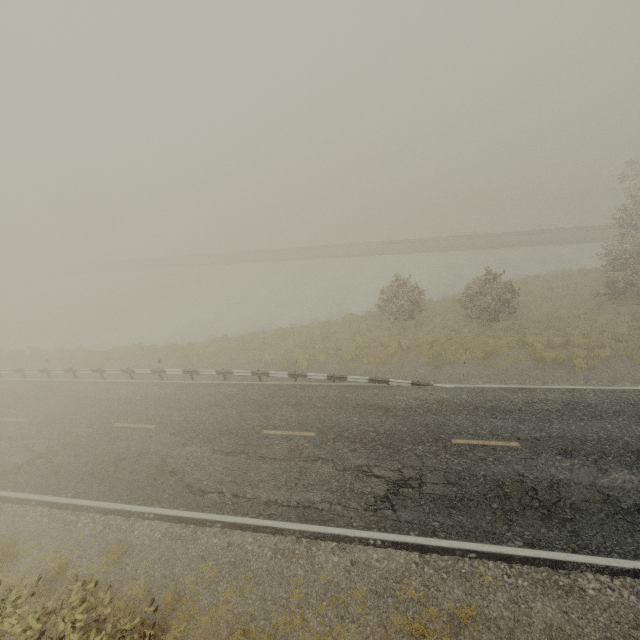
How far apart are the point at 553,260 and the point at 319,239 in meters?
37.4 m
